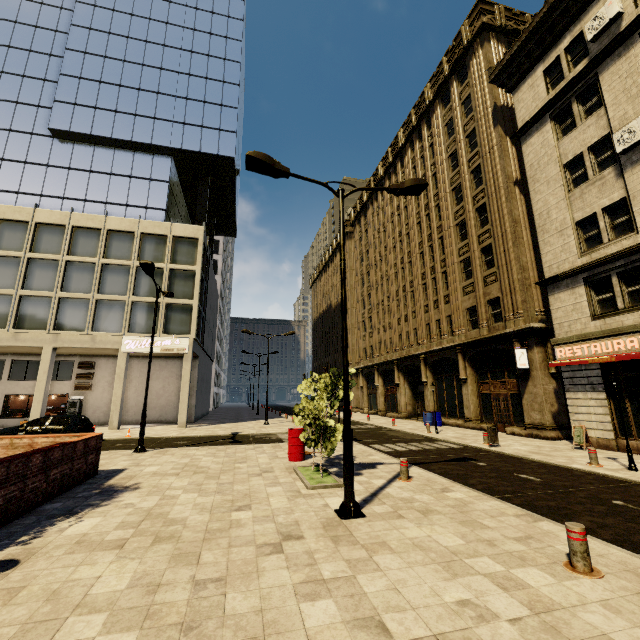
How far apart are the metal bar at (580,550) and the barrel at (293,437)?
8.5 meters

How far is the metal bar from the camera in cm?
428

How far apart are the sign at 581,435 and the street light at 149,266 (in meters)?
18.47

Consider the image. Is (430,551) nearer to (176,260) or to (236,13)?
(176,260)

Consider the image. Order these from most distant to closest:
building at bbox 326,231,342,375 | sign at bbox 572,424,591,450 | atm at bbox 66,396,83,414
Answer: building at bbox 326,231,342,375 → atm at bbox 66,396,83,414 → sign at bbox 572,424,591,450

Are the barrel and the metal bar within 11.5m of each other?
yes

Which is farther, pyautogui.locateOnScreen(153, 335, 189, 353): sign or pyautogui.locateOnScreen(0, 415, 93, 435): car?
pyautogui.locateOnScreen(153, 335, 189, 353): sign

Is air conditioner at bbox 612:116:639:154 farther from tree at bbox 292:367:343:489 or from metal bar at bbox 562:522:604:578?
metal bar at bbox 562:522:604:578
